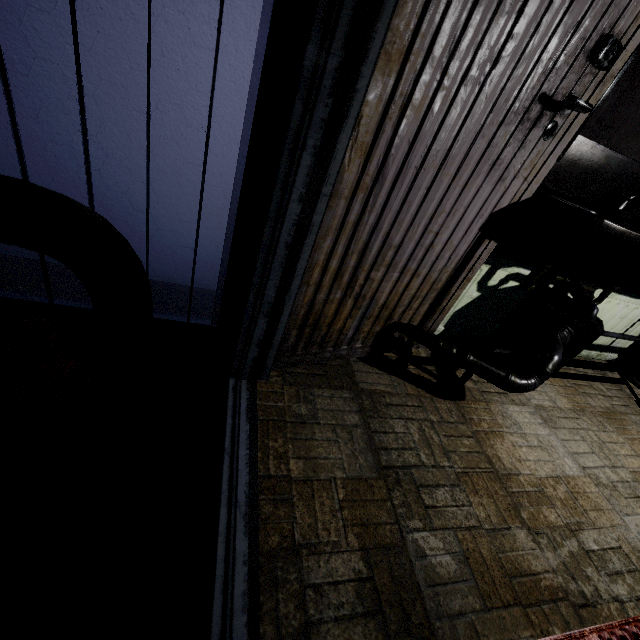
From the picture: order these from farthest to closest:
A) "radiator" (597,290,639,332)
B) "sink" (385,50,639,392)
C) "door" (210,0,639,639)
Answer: "radiator" (597,290,639,332) → "sink" (385,50,639,392) → "door" (210,0,639,639)

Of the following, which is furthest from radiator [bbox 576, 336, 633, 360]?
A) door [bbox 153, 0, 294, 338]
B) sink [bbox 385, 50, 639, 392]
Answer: door [bbox 153, 0, 294, 338]

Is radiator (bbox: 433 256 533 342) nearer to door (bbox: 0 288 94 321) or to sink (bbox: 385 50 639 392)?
sink (bbox: 385 50 639 392)

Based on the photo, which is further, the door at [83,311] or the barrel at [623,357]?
the barrel at [623,357]

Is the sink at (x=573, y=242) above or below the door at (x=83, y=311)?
above

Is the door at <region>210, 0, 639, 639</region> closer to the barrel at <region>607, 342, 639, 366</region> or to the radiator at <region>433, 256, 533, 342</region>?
the radiator at <region>433, 256, 533, 342</region>

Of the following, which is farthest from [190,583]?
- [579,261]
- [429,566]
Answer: [579,261]

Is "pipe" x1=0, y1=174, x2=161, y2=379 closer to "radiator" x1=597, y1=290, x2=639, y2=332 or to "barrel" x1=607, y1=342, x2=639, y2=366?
"radiator" x1=597, y1=290, x2=639, y2=332
